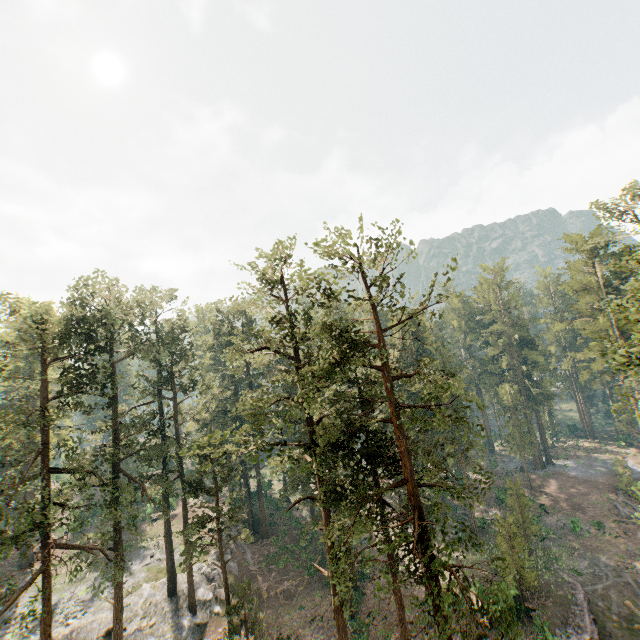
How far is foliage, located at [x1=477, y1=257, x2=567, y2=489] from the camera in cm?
4944

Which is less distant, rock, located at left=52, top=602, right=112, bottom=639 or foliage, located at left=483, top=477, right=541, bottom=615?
foliage, located at left=483, top=477, right=541, bottom=615

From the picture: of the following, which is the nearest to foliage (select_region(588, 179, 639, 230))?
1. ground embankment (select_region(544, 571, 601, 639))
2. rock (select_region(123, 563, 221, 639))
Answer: rock (select_region(123, 563, 221, 639))

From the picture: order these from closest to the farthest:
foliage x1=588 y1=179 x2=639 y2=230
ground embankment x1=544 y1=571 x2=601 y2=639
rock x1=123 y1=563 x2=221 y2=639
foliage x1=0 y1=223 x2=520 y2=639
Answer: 1. foliage x1=0 y1=223 x2=520 y2=639
2. ground embankment x1=544 y1=571 x2=601 y2=639
3. rock x1=123 y1=563 x2=221 y2=639
4. foliage x1=588 y1=179 x2=639 y2=230

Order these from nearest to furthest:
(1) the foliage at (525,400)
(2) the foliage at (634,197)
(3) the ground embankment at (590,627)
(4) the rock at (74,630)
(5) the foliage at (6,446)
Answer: (5) the foliage at (6,446) → (3) the ground embankment at (590,627) → (4) the rock at (74,630) → (2) the foliage at (634,197) → (1) the foliage at (525,400)

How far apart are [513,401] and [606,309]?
17.66m

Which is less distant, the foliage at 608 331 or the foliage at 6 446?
the foliage at 608 331
